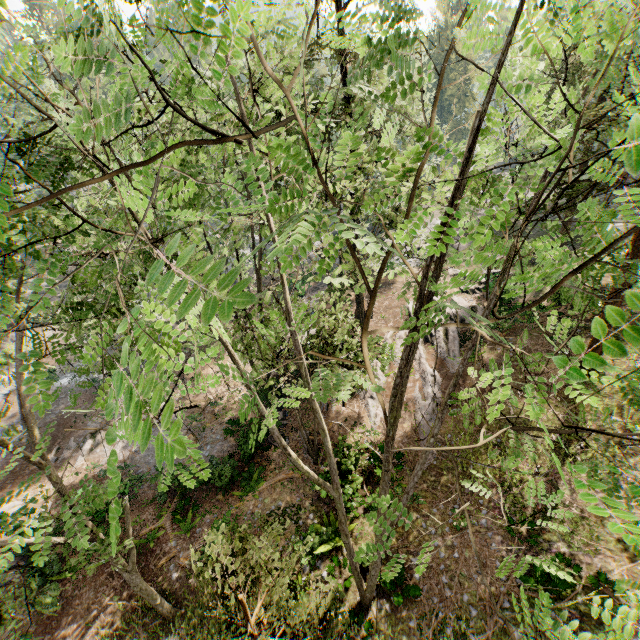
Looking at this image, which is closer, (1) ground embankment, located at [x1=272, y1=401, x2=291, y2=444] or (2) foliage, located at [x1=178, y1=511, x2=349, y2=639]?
(2) foliage, located at [x1=178, y1=511, x2=349, y2=639]

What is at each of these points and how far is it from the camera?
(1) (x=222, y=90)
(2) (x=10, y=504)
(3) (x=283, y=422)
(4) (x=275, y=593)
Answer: (1) foliage, 5.10m
(2) foliage, 18.92m
(3) ground embankment, 20.34m
(4) foliage, 5.95m

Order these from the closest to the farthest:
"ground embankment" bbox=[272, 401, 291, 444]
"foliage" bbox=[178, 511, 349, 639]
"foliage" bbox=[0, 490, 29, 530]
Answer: "foliage" bbox=[0, 490, 29, 530] < "foliage" bbox=[178, 511, 349, 639] < "ground embankment" bbox=[272, 401, 291, 444]

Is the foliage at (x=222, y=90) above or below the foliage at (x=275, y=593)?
above

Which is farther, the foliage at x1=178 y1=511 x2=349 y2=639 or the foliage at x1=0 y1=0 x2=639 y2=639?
the foliage at x1=178 y1=511 x2=349 y2=639

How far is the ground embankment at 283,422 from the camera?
19.4 meters

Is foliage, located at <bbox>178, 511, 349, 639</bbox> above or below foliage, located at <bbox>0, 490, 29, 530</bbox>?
above

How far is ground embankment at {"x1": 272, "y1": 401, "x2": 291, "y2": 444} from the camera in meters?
19.4
